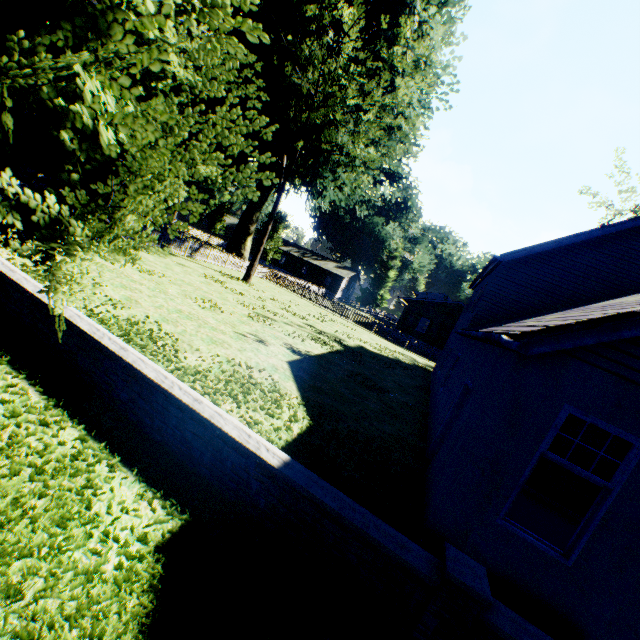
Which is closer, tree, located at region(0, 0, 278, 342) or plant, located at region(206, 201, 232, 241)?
tree, located at region(0, 0, 278, 342)

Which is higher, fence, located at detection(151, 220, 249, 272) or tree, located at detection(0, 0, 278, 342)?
tree, located at detection(0, 0, 278, 342)

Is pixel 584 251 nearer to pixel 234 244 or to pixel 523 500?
pixel 523 500

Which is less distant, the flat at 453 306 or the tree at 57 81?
the tree at 57 81

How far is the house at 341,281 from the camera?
56.50m

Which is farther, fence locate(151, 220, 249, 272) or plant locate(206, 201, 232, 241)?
plant locate(206, 201, 232, 241)

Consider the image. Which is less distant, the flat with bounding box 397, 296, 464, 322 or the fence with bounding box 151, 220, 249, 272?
the fence with bounding box 151, 220, 249, 272

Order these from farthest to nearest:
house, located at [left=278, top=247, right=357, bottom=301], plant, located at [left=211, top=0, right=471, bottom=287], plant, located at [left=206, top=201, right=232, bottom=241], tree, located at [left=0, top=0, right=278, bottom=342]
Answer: house, located at [left=278, top=247, right=357, bottom=301]
plant, located at [left=206, top=201, right=232, bottom=241]
plant, located at [left=211, top=0, right=471, bottom=287]
tree, located at [left=0, top=0, right=278, bottom=342]
